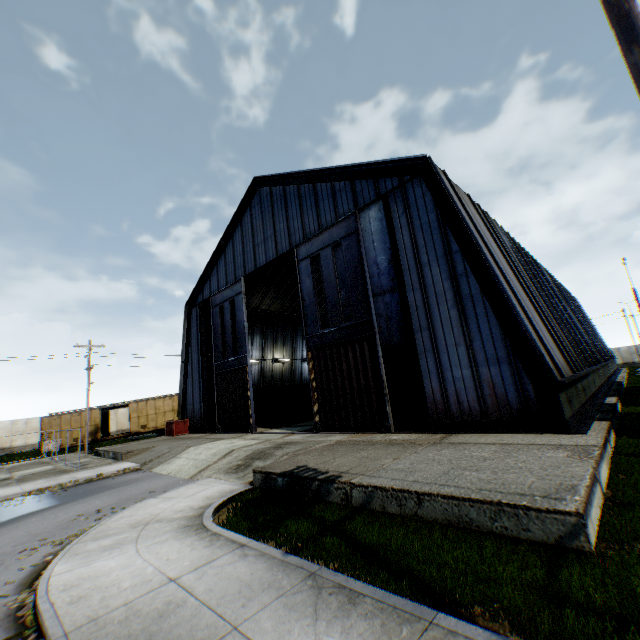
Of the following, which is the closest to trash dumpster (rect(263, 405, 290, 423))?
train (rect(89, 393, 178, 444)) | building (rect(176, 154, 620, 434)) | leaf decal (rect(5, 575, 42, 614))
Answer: building (rect(176, 154, 620, 434))

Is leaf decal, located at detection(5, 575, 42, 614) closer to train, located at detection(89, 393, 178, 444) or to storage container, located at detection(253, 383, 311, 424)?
storage container, located at detection(253, 383, 311, 424)

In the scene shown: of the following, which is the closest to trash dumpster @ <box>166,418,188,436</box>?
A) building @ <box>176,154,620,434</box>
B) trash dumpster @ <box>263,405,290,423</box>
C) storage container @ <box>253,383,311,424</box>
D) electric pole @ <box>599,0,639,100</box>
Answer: building @ <box>176,154,620,434</box>

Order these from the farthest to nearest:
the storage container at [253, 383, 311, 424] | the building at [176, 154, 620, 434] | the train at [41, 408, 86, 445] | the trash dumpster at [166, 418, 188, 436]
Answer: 1. the train at [41, 408, 86, 445]
2. the storage container at [253, 383, 311, 424]
3. the trash dumpster at [166, 418, 188, 436]
4. the building at [176, 154, 620, 434]

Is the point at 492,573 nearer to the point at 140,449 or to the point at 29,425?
the point at 140,449

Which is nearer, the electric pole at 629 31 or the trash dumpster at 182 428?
the electric pole at 629 31

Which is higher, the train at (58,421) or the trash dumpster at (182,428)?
the train at (58,421)

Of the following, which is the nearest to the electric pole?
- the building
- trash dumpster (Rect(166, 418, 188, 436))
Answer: the building
